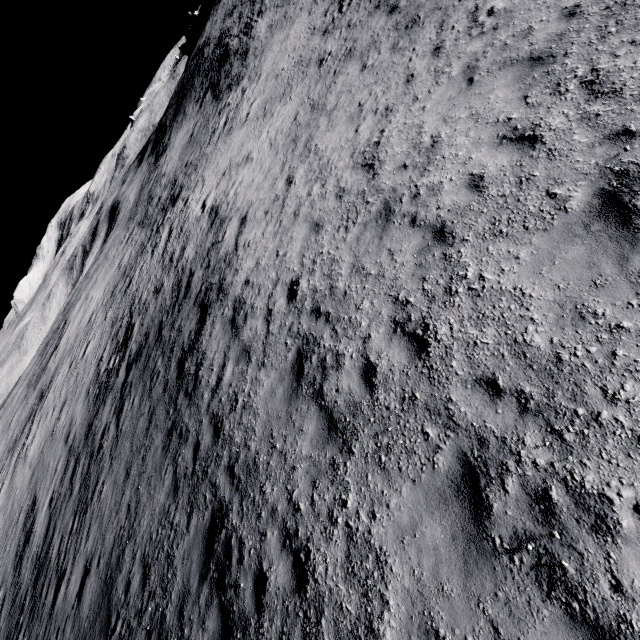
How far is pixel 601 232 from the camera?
4.21m
